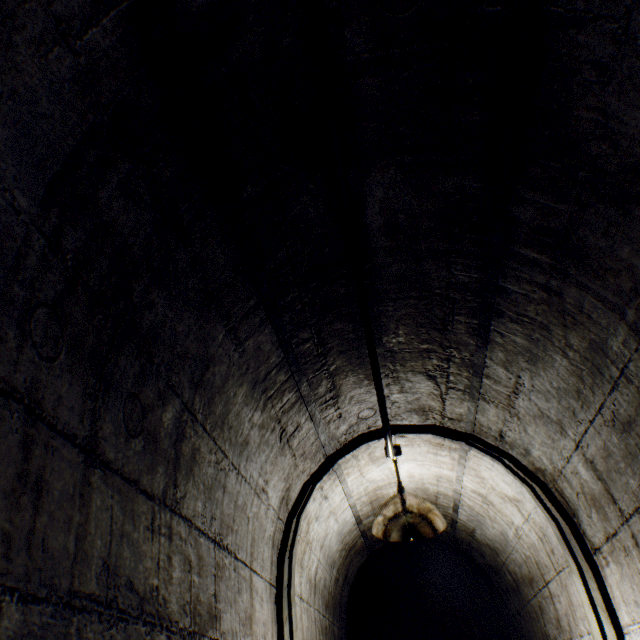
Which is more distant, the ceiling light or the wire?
the ceiling light

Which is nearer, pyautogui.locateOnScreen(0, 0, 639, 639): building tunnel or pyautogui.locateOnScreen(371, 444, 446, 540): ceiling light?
pyautogui.locateOnScreen(0, 0, 639, 639): building tunnel

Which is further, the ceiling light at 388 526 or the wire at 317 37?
the ceiling light at 388 526

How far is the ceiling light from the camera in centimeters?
191cm

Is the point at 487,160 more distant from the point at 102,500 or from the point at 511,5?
the point at 102,500

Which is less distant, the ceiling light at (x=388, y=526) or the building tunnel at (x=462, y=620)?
the building tunnel at (x=462, y=620)

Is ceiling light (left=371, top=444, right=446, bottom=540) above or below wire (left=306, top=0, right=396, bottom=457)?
below
